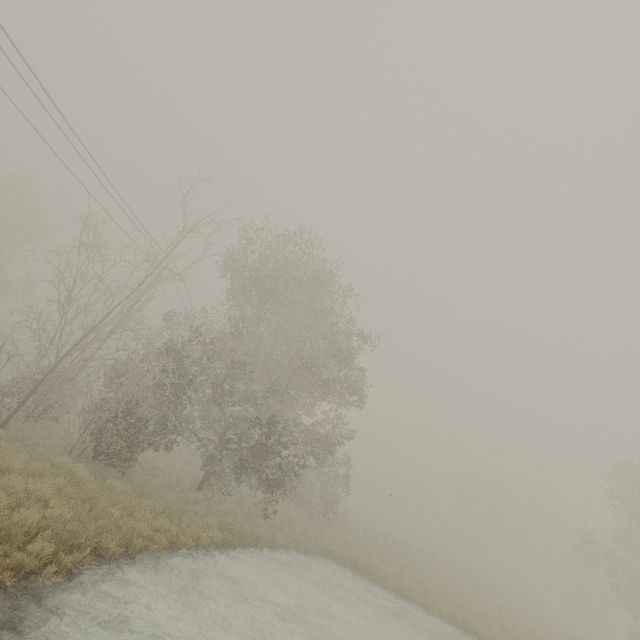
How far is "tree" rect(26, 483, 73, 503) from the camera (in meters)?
8.38

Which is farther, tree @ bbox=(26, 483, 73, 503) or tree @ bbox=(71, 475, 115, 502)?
tree @ bbox=(71, 475, 115, 502)

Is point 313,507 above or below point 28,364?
below

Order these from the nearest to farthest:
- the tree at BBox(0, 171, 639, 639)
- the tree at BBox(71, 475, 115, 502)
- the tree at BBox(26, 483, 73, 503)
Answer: the tree at BBox(26, 483, 73, 503), the tree at BBox(71, 475, 115, 502), the tree at BBox(0, 171, 639, 639)

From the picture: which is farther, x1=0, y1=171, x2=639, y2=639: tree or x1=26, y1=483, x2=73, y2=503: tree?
x1=0, y1=171, x2=639, y2=639: tree

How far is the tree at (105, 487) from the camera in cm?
938

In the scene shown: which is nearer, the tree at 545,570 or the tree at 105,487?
the tree at 105,487
